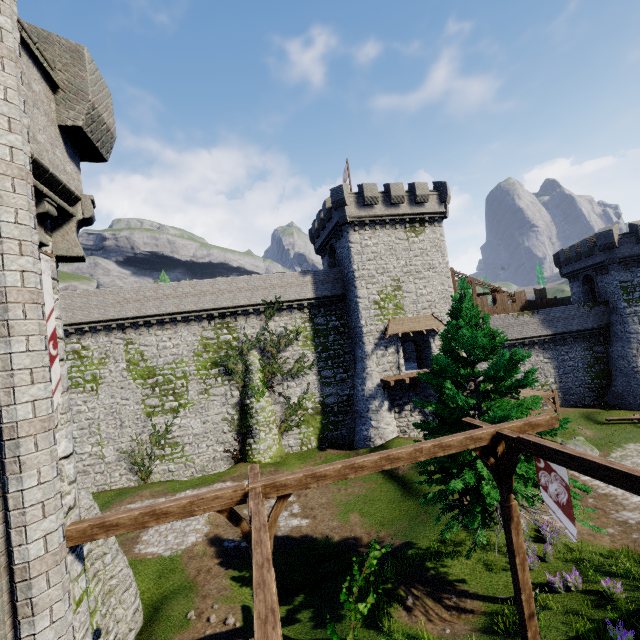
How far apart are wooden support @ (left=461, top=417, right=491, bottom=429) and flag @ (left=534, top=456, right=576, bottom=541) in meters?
0.1

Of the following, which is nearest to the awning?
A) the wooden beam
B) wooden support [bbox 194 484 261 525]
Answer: the wooden beam

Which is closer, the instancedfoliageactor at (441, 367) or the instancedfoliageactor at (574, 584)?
the instancedfoliageactor at (441, 367)

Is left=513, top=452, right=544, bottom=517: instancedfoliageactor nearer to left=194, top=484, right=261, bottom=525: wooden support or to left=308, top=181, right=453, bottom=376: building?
left=194, top=484, right=261, bottom=525: wooden support

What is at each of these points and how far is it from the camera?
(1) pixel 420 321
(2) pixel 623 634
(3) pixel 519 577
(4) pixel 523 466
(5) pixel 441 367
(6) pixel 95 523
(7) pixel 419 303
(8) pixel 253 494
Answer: (1) awning, 28.9 meters
(2) instancedfoliageactor, 8.8 meters
(3) wooden post, 7.9 meters
(4) instancedfoliageactor, 10.1 meters
(5) instancedfoliageactor, 11.4 meters
(6) wooden beam, 6.0 meters
(7) building, 29.4 meters
(8) wooden support, 6.4 meters

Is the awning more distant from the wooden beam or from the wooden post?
the wooden post

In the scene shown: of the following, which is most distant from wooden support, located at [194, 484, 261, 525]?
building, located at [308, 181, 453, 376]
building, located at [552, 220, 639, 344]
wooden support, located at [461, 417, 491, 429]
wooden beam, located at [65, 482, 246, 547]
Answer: building, located at [552, 220, 639, 344]
